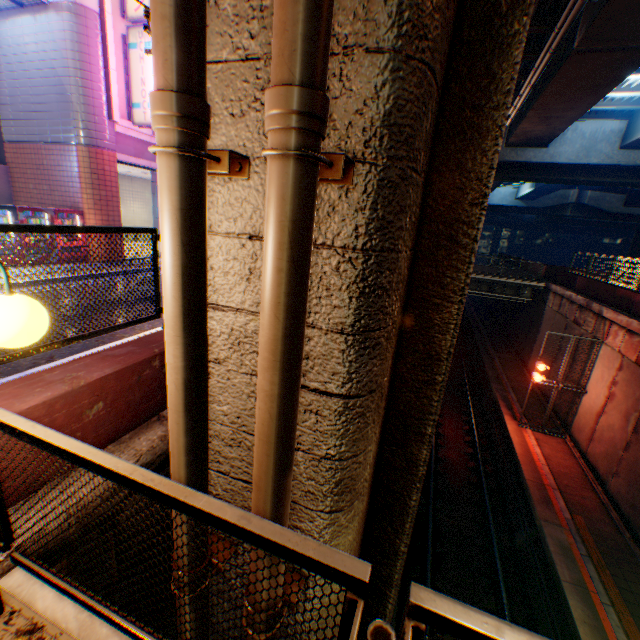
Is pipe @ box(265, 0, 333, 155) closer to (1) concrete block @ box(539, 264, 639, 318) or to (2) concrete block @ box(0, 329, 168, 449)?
(2) concrete block @ box(0, 329, 168, 449)

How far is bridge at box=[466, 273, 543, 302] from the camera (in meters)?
22.33

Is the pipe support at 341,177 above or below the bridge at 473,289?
above

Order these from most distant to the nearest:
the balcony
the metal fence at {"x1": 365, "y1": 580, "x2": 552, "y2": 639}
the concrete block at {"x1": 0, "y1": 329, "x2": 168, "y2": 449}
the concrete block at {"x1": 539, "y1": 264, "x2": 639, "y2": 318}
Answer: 1. the balcony
2. the concrete block at {"x1": 539, "y1": 264, "x2": 639, "y2": 318}
3. the concrete block at {"x1": 0, "y1": 329, "x2": 168, "y2": 449}
4. the metal fence at {"x1": 365, "y1": 580, "x2": 552, "y2": 639}

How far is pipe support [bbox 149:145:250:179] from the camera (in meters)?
1.30

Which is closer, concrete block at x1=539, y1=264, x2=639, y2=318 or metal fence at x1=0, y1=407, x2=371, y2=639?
metal fence at x1=0, y1=407, x2=371, y2=639

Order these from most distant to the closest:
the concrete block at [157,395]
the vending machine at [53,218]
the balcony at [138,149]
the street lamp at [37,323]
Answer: the balcony at [138,149], the vending machine at [53,218], the concrete block at [157,395], the street lamp at [37,323]

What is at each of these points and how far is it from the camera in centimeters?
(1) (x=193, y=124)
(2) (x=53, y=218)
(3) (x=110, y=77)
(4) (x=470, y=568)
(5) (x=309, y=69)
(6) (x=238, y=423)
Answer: (1) pipe, 130cm
(2) vending machine, 1208cm
(3) concrete block, 1219cm
(4) railway, 999cm
(5) pipe, 108cm
(6) overpass support, 204cm
